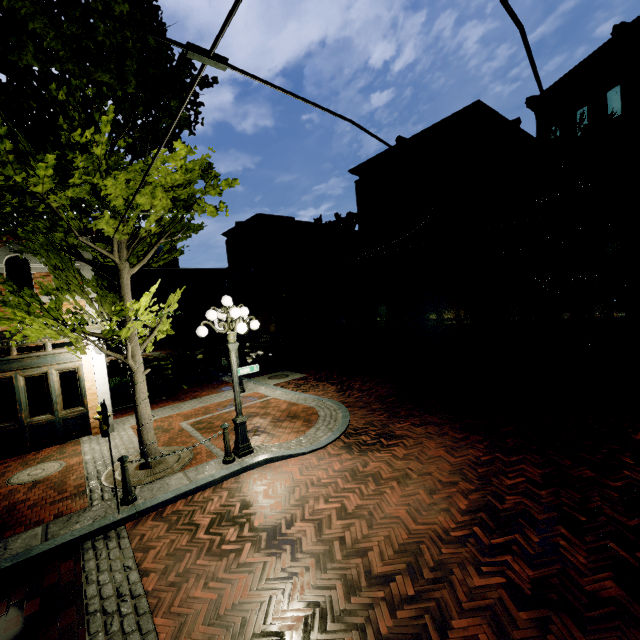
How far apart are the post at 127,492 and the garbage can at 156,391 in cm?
768

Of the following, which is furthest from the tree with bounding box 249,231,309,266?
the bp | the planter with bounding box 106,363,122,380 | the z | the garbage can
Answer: the bp

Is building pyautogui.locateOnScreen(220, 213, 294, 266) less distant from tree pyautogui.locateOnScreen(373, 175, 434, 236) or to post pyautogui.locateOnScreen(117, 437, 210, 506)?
tree pyautogui.locateOnScreen(373, 175, 434, 236)

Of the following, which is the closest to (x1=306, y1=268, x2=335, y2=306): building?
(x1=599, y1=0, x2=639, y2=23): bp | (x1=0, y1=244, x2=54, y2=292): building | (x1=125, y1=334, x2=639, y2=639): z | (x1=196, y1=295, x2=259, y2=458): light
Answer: (x1=125, y1=334, x2=639, y2=639): z

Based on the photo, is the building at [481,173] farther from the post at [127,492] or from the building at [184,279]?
the post at [127,492]

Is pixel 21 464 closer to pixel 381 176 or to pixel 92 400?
pixel 92 400

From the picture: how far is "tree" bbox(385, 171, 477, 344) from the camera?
18.5m

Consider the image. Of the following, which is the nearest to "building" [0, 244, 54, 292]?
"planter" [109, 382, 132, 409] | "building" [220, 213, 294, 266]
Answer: "planter" [109, 382, 132, 409]
